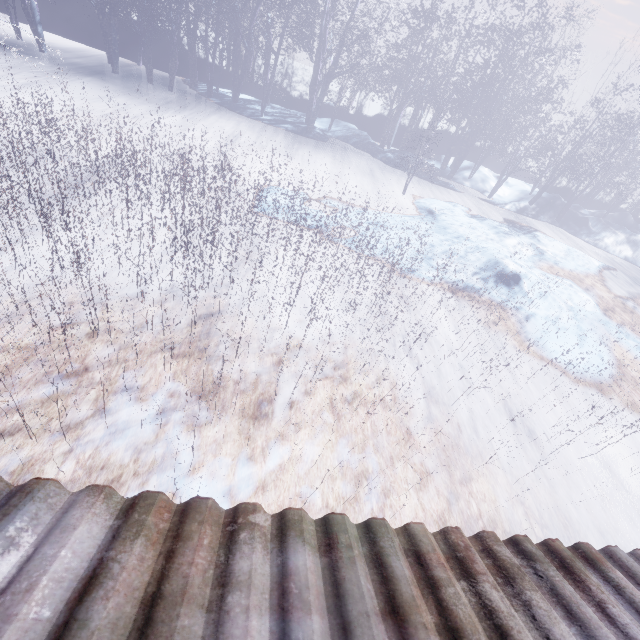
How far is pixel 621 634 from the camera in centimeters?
86cm
